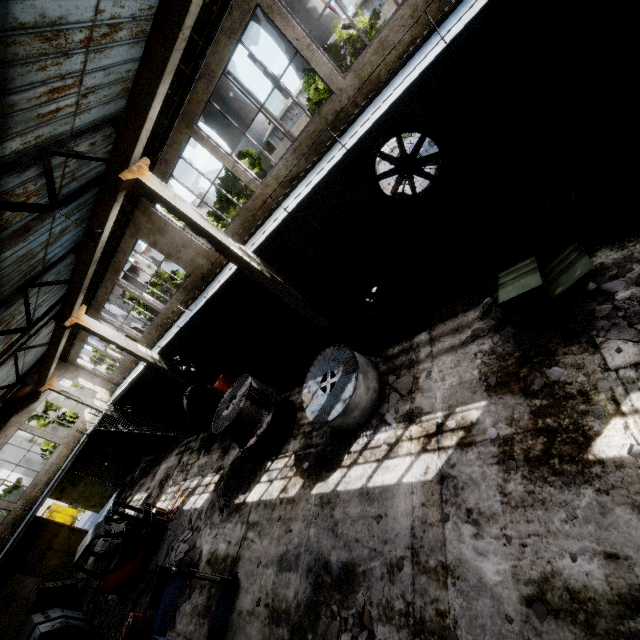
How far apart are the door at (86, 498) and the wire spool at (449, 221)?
26.50m

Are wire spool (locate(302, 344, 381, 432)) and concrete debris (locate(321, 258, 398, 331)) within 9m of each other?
yes

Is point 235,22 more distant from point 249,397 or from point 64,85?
point 249,397

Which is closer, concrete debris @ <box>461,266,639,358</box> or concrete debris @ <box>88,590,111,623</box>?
concrete debris @ <box>461,266,639,358</box>

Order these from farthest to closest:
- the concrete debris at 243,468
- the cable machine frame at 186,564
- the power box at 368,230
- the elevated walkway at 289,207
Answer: the power box at 368,230
the concrete debris at 243,468
the cable machine frame at 186,564
the elevated walkway at 289,207

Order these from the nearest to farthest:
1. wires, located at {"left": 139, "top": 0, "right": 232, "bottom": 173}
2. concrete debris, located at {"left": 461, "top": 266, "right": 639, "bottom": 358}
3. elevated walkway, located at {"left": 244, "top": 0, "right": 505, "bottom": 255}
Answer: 1. concrete debris, located at {"left": 461, "top": 266, "right": 639, "bottom": 358}
2. elevated walkway, located at {"left": 244, "top": 0, "right": 505, "bottom": 255}
3. wires, located at {"left": 139, "top": 0, "right": 232, "bottom": 173}

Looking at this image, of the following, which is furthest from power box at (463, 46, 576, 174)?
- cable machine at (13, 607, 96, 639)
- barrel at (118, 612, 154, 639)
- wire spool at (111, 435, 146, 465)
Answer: wire spool at (111, 435, 146, 465)

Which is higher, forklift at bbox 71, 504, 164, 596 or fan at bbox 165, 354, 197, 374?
fan at bbox 165, 354, 197, 374
